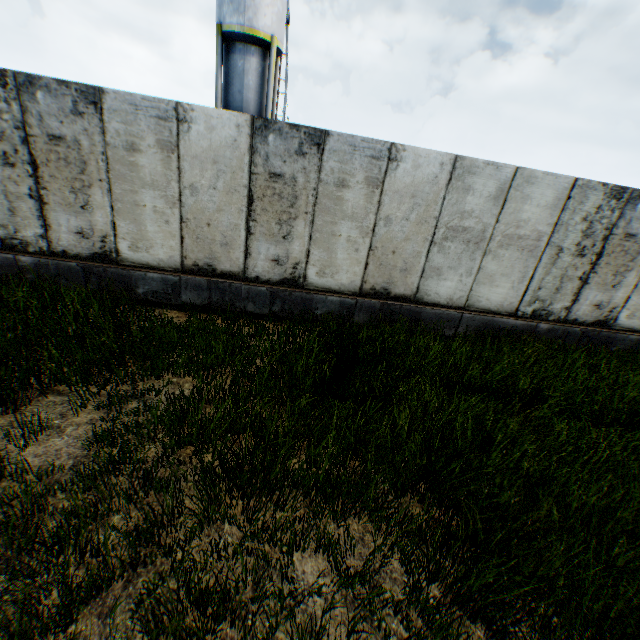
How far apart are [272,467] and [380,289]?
4.4 meters
